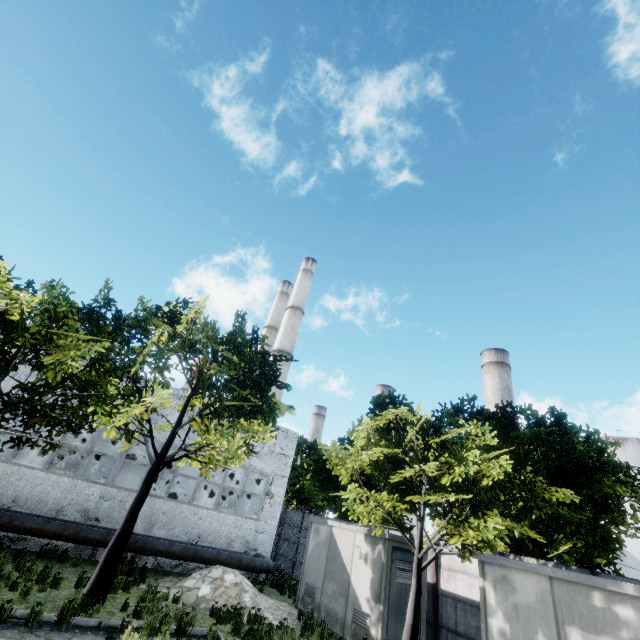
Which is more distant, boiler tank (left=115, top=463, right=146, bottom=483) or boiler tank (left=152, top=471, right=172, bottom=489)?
boiler tank (left=152, top=471, right=172, bottom=489)

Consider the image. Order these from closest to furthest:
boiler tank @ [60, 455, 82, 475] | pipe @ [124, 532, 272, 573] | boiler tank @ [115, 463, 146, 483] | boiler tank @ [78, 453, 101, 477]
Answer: pipe @ [124, 532, 272, 573], boiler tank @ [60, 455, 82, 475], boiler tank @ [78, 453, 101, 477], boiler tank @ [115, 463, 146, 483]

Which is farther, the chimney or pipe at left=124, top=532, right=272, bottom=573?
the chimney

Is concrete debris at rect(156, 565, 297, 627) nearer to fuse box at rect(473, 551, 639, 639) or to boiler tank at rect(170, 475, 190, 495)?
fuse box at rect(473, 551, 639, 639)

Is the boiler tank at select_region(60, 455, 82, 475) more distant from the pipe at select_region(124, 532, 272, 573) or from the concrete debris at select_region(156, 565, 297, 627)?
the concrete debris at select_region(156, 565, 297, 627)

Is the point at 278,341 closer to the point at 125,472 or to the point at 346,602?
the point at 125,472

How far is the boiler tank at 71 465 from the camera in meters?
21.9 m

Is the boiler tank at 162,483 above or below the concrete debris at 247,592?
above
